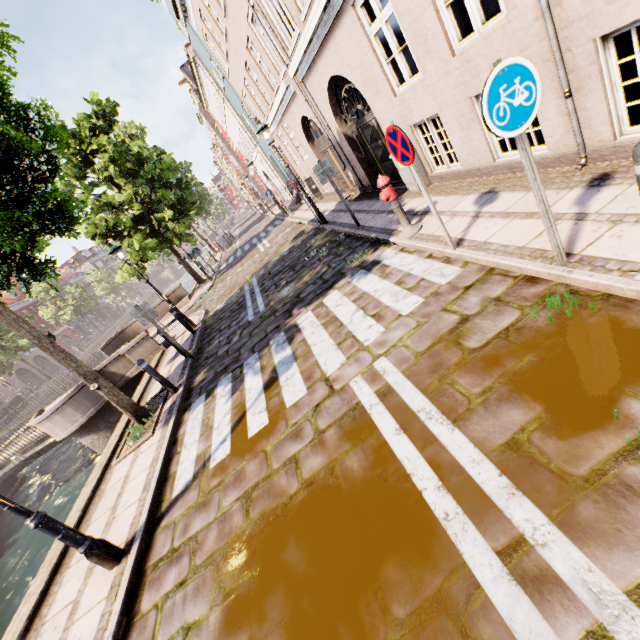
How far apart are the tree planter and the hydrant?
6.2m

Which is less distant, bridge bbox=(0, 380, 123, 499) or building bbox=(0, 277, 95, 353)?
bridge bbox=(0, 380, 123, 499)

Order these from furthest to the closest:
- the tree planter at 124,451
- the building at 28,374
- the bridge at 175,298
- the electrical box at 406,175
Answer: the building at 28,374, the bridge at 175,298, the electrical box at 406,175, the tree planter at 124,451

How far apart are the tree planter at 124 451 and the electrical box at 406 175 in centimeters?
785cm

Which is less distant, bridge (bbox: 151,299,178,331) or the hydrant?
the hydrant

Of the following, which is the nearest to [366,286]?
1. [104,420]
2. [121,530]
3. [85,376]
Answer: [121,530]

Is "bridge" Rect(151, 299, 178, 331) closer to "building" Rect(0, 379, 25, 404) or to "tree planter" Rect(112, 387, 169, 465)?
"tree planter" Rect(112, 387, 169, 465)

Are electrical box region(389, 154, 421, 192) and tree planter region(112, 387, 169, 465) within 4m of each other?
no
